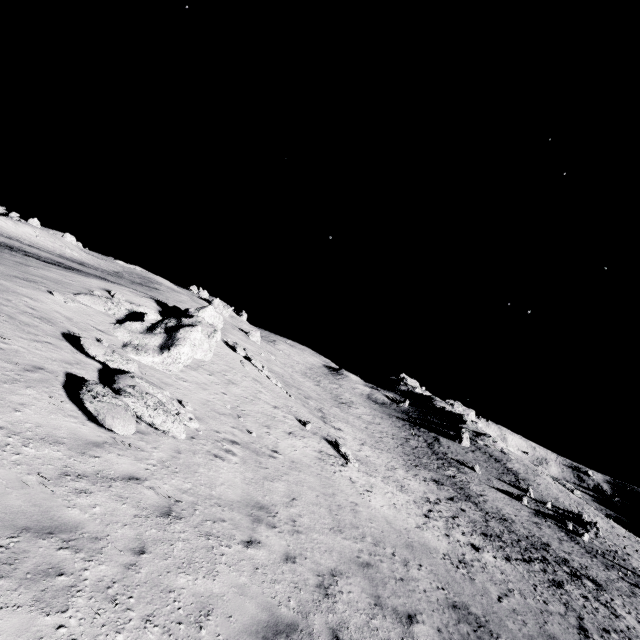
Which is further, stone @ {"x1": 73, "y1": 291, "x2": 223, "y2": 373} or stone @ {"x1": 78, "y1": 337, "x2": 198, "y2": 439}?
stone @ {"x1": 73, "y1": 291, "x2": 223, "y2": 373}

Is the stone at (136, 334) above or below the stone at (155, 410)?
above

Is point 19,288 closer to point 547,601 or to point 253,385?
point 253,385

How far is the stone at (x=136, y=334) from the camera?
14.48m

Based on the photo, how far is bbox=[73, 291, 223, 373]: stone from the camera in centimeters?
1448cm

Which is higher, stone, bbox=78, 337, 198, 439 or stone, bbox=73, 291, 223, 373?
stone, bbox=73, 291, 223, 373

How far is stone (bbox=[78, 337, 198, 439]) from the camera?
7.8m
